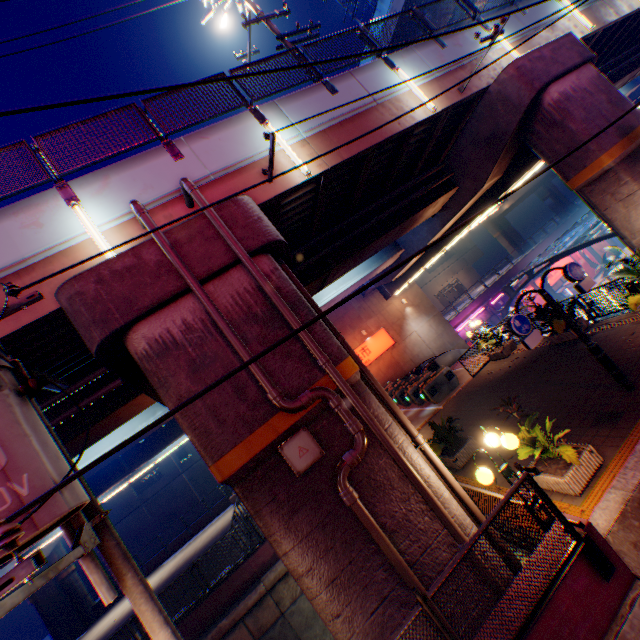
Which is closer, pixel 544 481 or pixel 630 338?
pixel 544 481

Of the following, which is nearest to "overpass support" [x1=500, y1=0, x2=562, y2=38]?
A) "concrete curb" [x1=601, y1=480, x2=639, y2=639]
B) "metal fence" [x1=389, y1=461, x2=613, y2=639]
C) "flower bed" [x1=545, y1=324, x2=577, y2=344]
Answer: "metal fence" [x1=389, y1=461, x2=613, y2=639]

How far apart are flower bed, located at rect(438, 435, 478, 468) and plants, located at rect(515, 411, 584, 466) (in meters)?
2.45

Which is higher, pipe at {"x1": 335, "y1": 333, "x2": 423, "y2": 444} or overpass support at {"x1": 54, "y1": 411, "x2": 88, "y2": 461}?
overpass support at {"x1": 54, "y1": 411, "x2": 88, "y2": 461}

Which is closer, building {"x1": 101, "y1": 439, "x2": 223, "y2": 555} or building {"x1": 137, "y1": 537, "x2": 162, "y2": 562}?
building {"x1": 137, "y1": 537, "x2": 162, "y2": 562}

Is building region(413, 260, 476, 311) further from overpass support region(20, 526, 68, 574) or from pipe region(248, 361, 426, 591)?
pipe region(248, 361, 426, 591)

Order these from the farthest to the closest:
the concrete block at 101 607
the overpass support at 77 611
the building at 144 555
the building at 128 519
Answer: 1. the building at 128 519
2. the building at 144 555
3. the concrete block at 101 607
4. the overpass support at 77 611

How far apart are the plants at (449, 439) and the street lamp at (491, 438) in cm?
344
